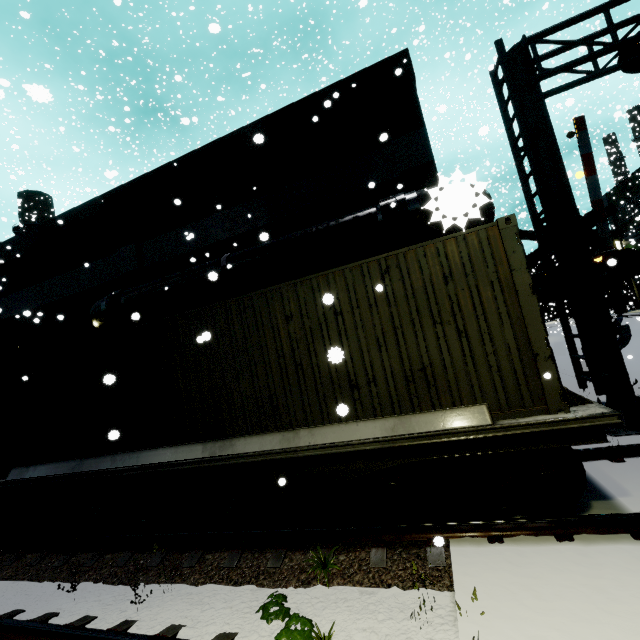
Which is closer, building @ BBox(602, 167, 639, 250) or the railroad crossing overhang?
the railroad crossing overhang

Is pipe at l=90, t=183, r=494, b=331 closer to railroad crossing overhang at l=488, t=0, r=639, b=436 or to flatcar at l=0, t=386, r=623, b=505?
railroad crossing overhang at l=488, t=0, r=639, b=436

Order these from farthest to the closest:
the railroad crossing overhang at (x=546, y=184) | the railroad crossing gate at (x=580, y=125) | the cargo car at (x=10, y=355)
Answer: the cargo car at (x=10, y=355)
the railroad crossing gate at (x=580, y=125)
the railroad crossing overhang at (x=546, y=184)

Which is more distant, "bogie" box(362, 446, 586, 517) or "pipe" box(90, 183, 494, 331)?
"bogie" box(362, 446, 586, 517)

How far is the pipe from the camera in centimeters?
96cm

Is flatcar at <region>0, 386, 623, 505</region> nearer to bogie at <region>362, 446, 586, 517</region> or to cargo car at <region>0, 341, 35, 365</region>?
bogie at <region>362, 446, 586, 517</region>

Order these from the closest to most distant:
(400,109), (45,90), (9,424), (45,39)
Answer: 1. (45,90)
2. (9,424)
3. (400,109)
4. (45,39)

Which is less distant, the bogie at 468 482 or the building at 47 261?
the bogie at 468 482
